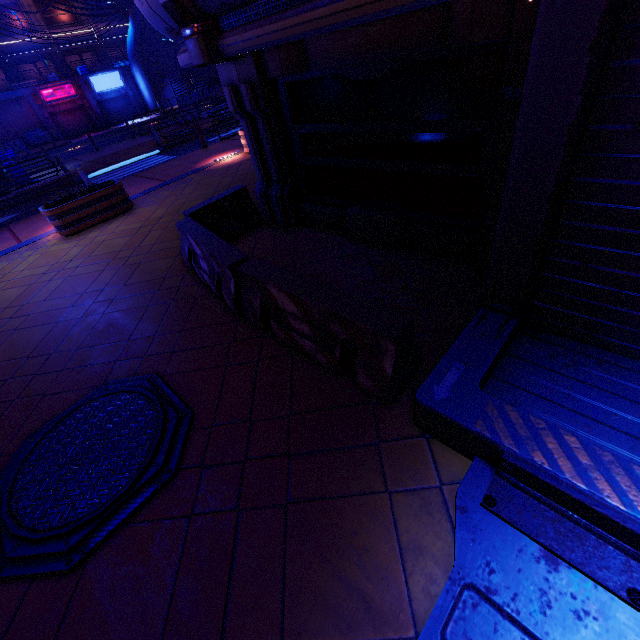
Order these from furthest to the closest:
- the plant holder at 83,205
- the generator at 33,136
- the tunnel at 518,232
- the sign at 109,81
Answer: the sign at 109,81, the generator at 33,136, the plant holder at 83,205, the tunnel at 518,232

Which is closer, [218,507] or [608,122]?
[608,122]

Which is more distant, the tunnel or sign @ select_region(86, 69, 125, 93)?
sign @ select_region(86, 69, 125, 93)

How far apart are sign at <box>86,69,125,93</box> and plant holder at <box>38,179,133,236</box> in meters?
37.1 m

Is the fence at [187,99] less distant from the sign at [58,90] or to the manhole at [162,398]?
the sign at [58,90]

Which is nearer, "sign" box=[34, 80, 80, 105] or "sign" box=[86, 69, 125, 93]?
"sign" box=[34, 80, 80, 105]

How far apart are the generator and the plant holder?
34.0 meters

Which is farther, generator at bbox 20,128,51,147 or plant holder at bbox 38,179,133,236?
generator at bbox 20,128,51,147
